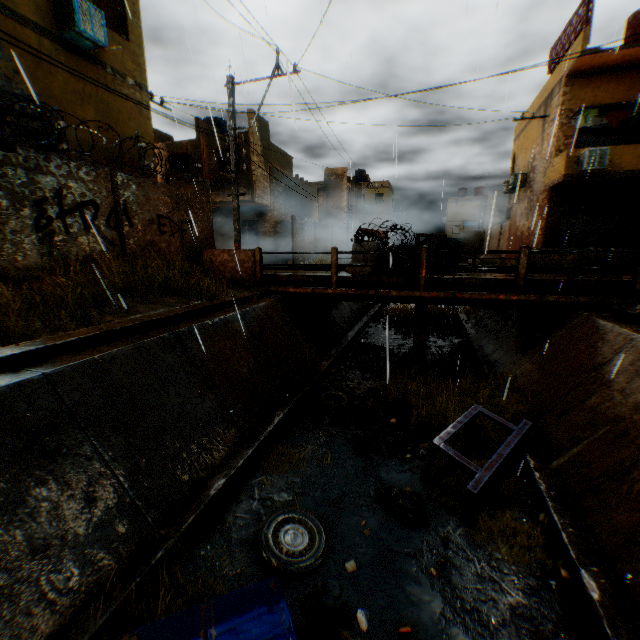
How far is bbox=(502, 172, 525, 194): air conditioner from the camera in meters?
20.1 m

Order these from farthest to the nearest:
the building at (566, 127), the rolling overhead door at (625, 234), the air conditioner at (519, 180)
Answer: the air conditioner at (519, 180), the rolling overhead door at (625, 234), the building at (566, 127)

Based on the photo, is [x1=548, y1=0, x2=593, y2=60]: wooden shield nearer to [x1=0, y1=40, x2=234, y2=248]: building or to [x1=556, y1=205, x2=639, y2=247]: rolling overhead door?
[x1=0, y1=40, x2=234, y2=248]: building

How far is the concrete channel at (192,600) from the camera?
3.53m

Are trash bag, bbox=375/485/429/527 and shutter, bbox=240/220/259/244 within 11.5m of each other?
no

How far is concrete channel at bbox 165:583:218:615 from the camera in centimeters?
353cm

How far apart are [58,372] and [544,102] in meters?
24.1 m

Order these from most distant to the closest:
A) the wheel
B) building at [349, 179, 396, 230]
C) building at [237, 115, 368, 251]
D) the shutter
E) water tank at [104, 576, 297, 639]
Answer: building at [349, 179, 396, 230] < the shutter < building at [237, 115, 368, 251] < the wheel < water tank at [104, 576, 297, 639]
